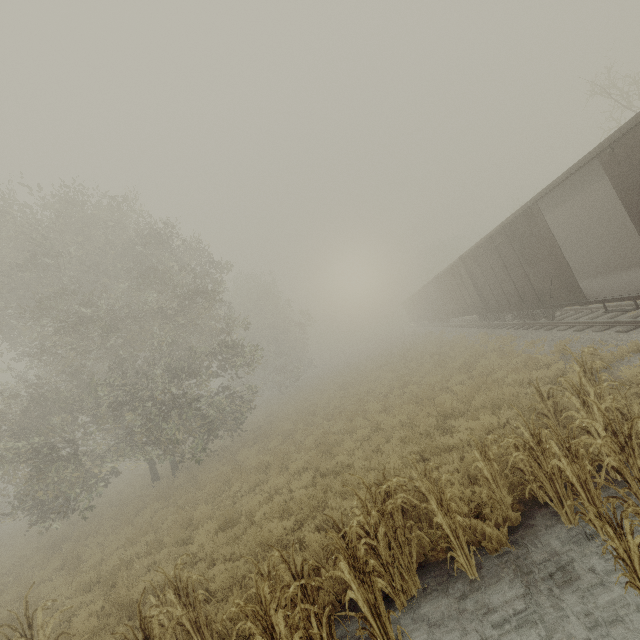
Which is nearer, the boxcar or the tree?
the tree

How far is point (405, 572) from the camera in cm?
474

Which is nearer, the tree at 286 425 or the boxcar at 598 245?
Result: the tree at 286 425
